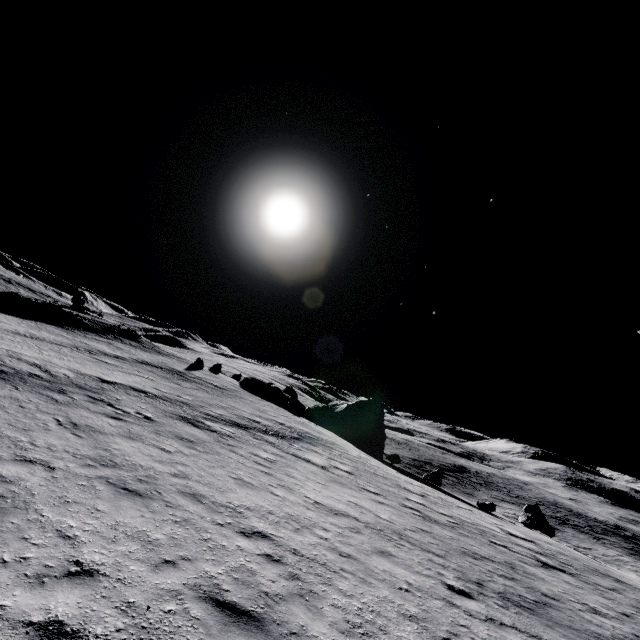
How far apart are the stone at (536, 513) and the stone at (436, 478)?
7.3 meters

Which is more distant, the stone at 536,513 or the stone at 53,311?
the stone at 53,311

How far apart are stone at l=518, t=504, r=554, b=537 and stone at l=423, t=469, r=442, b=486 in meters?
7.3

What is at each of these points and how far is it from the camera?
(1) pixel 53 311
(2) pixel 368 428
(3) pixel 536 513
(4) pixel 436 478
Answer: (1) stone, 39.8 meters
(2) stone, 38.1 meters
(3) stone, 25.4 meters
(4) stone, 32.2 meters

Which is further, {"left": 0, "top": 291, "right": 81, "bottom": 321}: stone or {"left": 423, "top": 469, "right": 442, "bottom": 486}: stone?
{"left": 0, "top": 291, "right": 81, "bottom": 321}: stone

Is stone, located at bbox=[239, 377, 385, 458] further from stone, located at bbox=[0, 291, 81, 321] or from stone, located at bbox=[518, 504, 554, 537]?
stone, located at bbox=[0, 291, 81, 321]

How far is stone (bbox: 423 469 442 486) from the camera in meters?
32.1 m

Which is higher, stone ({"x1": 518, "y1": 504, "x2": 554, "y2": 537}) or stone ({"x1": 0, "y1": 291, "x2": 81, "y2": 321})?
stone ({"x1": 0, "y1": 291, "x2": 81, "y2": 321})
